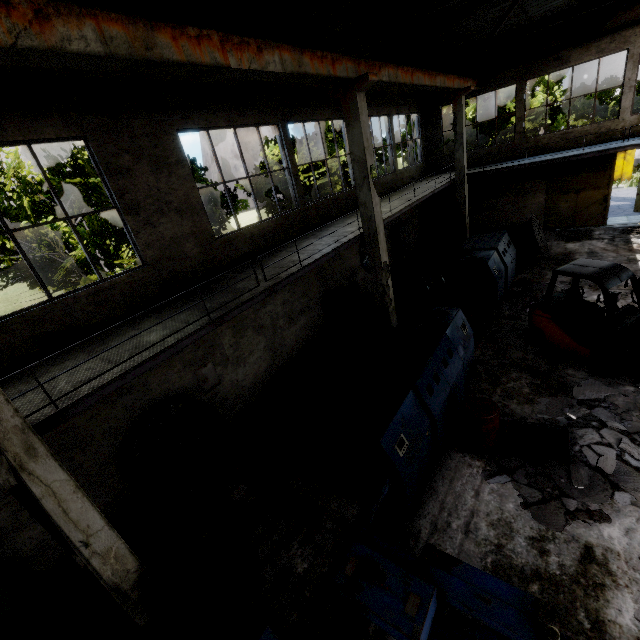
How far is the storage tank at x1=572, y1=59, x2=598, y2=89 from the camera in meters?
47.8 m

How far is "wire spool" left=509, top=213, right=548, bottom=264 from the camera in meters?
13.6

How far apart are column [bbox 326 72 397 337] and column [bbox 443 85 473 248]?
9.48m

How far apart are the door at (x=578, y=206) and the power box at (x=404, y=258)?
7.8m

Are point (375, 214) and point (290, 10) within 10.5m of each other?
yes

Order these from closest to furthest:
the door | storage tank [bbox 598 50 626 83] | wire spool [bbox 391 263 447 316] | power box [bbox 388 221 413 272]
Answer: wire spool [bbox 391 263 447 316] → the door → power box [bbox 388 221 413 272] → storage tank [bbox 598 50 626 83]

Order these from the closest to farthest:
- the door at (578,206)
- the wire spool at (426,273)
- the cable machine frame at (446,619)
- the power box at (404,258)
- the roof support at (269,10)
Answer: the cable machine frame at (446,619), the roof support at (269,10), the wire spool at (426,273), the door at (578,206), the power box at (404,258)

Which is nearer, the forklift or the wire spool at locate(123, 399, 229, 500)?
the wire spool at locate(123, 399, 229, 500)
